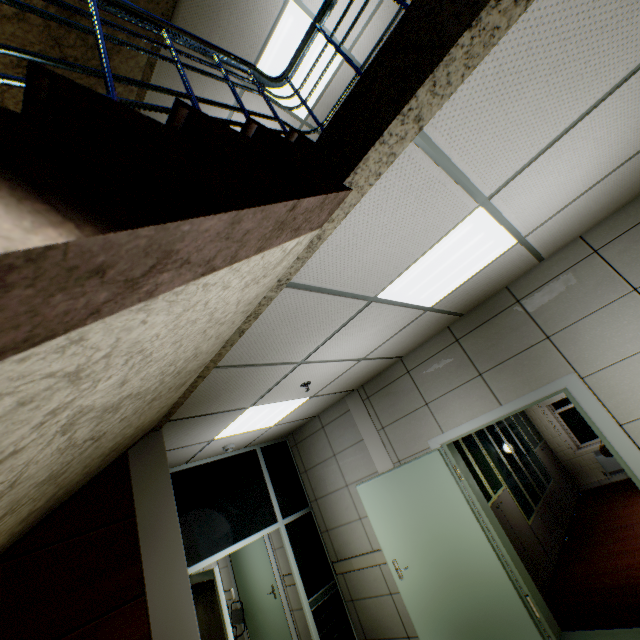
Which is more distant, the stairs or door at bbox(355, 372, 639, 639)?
door at bbox(355, 372, 639, 639)

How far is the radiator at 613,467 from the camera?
6.49m

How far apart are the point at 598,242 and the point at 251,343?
3.5m

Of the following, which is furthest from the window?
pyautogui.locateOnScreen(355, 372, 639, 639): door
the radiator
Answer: pyautogui.locateOnScreen(355, 372, 639, 639): door

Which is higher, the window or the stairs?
the stairs

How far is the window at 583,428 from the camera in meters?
7.0

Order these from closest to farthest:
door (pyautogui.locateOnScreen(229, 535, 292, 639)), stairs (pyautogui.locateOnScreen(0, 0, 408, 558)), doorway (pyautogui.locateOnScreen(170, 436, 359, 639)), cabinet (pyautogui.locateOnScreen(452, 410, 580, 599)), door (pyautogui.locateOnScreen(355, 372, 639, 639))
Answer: stairs (pyautogui.locateOnScreen(0, 0, 408, 558))
door (pyautogui.locateOnScreen(355, 372, 639, 639))
doorway (pyautogui.locateOnScreen(170, 436, 359, 639))
cabinet (pyautogui.locateOnScreen(452, 410, 580, 599))
door (pyautogui.locateOnScreen(229, 535, 292, 639))

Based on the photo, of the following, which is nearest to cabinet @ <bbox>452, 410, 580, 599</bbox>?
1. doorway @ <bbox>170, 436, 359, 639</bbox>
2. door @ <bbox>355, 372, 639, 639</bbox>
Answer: door @ <bbox>355, 372, 639, 639</bbox>
